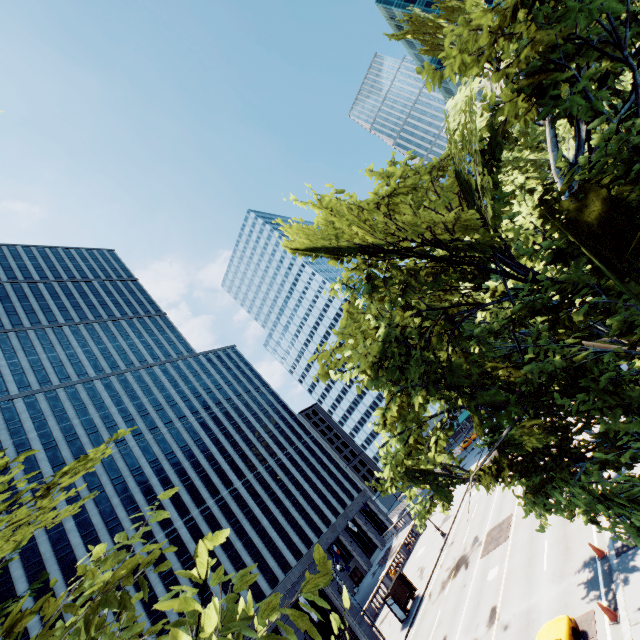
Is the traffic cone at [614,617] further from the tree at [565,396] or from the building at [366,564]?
the building at [366,564]

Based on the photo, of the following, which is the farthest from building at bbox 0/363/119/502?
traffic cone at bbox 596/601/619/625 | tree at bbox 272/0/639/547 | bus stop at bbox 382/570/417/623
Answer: traffic cone at bbox 596/601/619/625

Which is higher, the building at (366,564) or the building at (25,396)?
the building at (25,396)

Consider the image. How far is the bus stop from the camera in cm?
2906

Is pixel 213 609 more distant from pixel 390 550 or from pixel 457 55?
A: pixel 390 550

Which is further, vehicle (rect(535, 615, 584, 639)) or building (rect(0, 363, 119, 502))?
building (rect(0, 363, 119, 502))

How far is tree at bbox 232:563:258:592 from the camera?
2.6 meters

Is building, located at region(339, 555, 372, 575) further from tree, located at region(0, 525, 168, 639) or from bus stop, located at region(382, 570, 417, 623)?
tree, located at region(0, 525, 168, 639)
